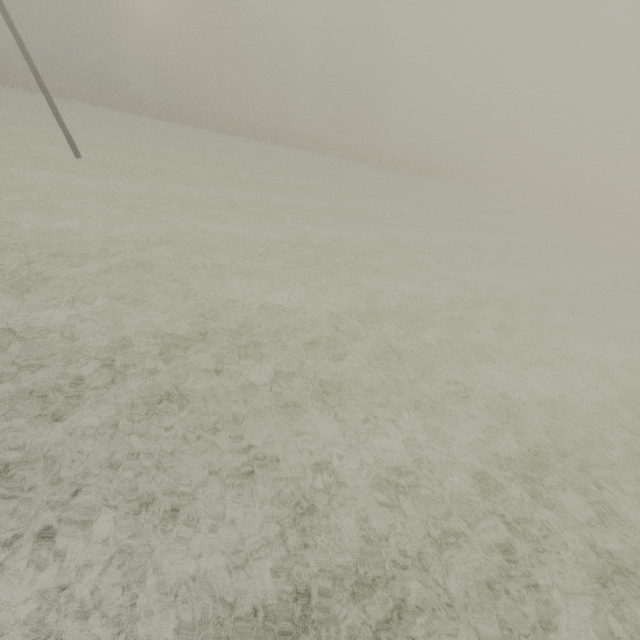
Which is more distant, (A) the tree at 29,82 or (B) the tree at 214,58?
(B) the tree at 214,58

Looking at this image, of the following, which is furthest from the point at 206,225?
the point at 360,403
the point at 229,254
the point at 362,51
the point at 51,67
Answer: the point at 362,51

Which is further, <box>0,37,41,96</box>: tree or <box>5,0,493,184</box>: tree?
<box>5,0,493,184</box>: tree
